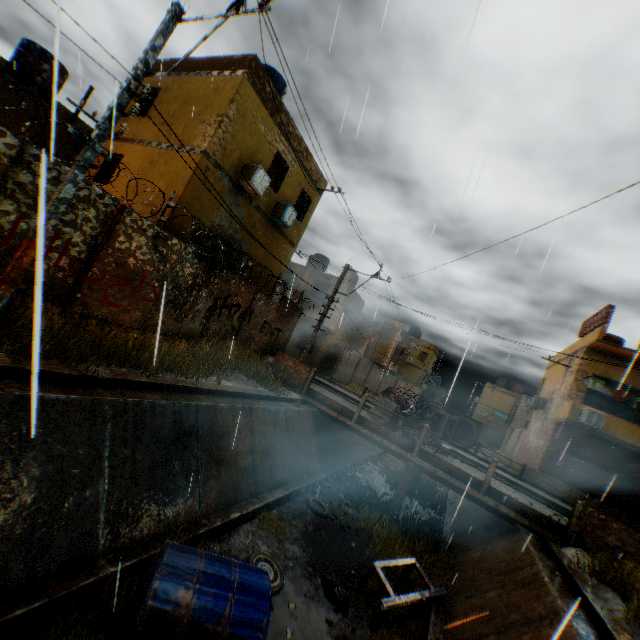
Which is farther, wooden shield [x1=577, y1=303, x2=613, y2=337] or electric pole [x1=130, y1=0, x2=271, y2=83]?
wooden shield [x1=577, y1=303, x2=613, y2=337]

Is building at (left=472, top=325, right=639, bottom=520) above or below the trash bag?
above

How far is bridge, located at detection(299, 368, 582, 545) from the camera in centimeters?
994cm

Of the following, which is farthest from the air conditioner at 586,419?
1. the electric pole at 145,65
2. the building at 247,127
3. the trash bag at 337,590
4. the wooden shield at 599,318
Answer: the electric pole at 145,65

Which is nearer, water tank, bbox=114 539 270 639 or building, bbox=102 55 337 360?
water tank, bbox=114 539 270 639

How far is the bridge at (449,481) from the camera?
9.94m

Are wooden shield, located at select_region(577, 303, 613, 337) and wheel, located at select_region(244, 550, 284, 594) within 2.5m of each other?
no

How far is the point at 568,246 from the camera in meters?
5.4 m
